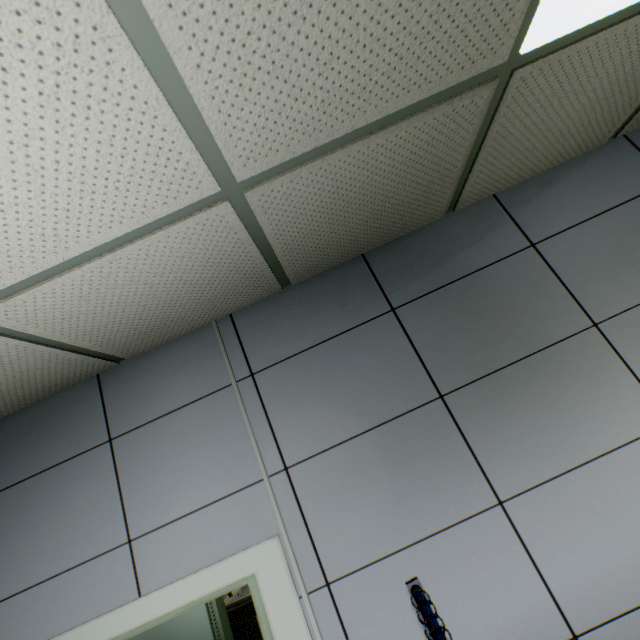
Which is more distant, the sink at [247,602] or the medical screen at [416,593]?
the sink at [247,602]

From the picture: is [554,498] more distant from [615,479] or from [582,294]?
[582,294]

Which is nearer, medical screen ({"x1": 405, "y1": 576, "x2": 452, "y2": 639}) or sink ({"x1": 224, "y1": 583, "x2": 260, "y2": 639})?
medical screen ({"x1": 405, "y1": 576, "x2": 452, "y2": 639})

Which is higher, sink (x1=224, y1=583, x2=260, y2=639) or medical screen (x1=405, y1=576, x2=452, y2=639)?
medical screen (x1=405, y1=576, x2=452, y2=639)

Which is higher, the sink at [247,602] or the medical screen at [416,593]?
the medical screen at [416,593]
